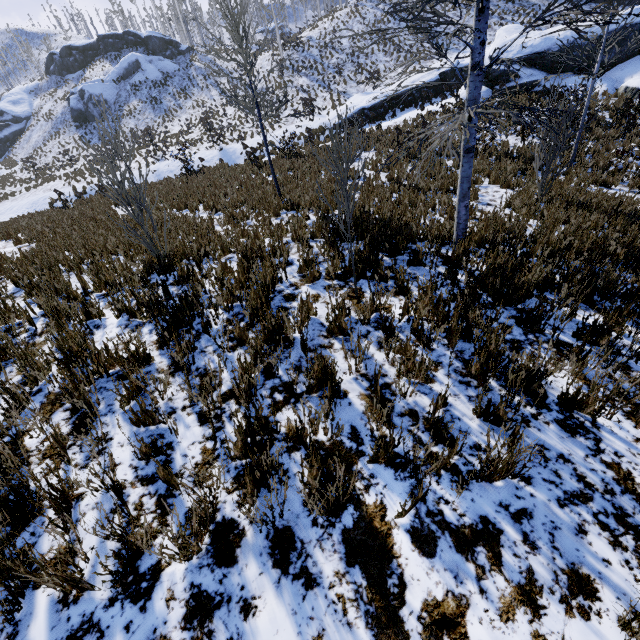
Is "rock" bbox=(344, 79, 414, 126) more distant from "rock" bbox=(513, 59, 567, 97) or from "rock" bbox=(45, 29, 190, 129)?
"rock" bbox=(45, 29, 190, 129)

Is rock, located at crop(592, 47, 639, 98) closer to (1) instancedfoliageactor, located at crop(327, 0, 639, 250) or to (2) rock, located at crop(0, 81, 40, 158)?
(1) instancedfoliageactor, located at crop(327, 0, 639, 250)

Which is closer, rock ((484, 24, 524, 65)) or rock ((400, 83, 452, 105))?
rock ((484, 24, 524, 65))

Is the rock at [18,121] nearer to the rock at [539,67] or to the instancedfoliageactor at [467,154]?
the instancedfoliageactor at [467,154]

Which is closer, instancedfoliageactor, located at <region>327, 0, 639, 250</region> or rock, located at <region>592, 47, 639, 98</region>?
instancedfoliageactor, located at <region>327, 0, 639, 250</region>

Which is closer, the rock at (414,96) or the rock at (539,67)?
the rock at (539,67)

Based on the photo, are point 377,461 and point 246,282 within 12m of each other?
yes
